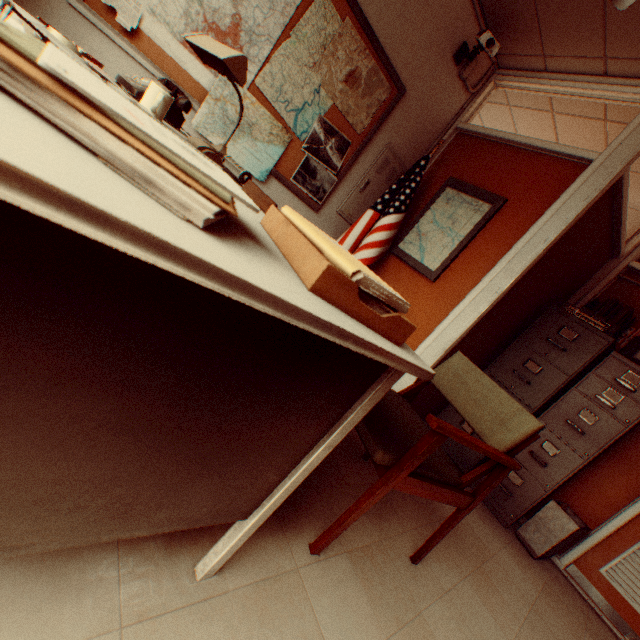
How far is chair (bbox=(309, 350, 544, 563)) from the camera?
1.28m

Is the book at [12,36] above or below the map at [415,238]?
below

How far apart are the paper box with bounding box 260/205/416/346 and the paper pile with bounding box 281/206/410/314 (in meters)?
0.01

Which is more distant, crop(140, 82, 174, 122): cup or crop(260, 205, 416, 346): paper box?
crop(140, 82, 174, 122): cup

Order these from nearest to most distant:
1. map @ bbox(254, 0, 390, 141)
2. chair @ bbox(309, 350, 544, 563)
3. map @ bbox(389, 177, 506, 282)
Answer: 1. chair @ bbox(309, 350, 544, 563)
2. map @ bbox(254, 0, 390, 141)
3. map @ bbox(389, 177, 506, 282)

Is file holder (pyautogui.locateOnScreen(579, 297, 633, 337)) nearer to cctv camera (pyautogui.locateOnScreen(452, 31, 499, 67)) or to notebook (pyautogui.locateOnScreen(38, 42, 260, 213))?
cctv camera (pyautogui.locateOnScreen(452, 31, 499, 67))

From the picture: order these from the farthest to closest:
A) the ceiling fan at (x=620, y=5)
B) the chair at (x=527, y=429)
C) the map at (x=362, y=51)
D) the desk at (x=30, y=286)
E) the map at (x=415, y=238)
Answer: the map at (x=415, y=238) < the map at (x=362, y=51) < the ceiling fan at (x=620, y=5) < the chair at (x=527, y=429) < the desk at (x=30, y=286)

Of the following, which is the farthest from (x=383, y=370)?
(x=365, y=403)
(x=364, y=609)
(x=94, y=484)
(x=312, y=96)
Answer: (x=312, y=96)
